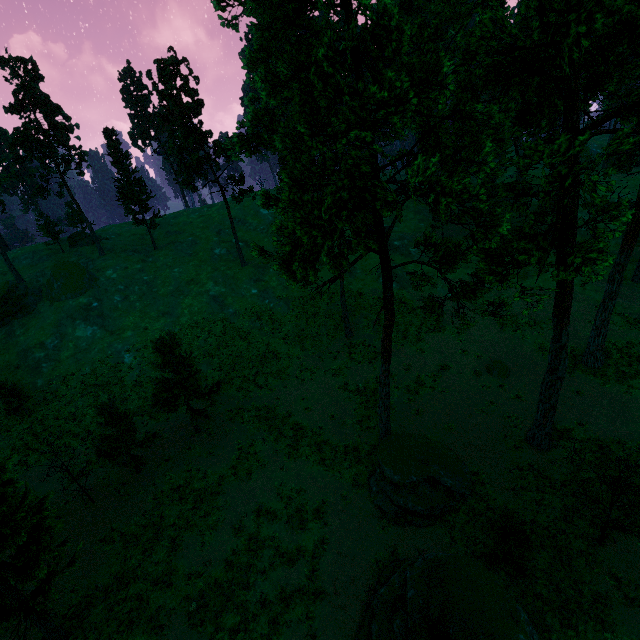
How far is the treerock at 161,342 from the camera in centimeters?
2208cm

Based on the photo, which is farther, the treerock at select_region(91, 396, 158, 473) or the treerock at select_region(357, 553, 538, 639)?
the treerock at select_region(91, 396, 158, 473)

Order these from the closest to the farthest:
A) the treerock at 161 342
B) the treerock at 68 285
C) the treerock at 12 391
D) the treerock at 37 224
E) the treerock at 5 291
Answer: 1. the treerock at 161 342
2. the treerock at 12 391
3. the treerock at 5 291
4. the treerock at 68 285
5. the treerock at 37 224

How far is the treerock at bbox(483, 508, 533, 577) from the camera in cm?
1367

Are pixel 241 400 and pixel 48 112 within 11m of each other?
no

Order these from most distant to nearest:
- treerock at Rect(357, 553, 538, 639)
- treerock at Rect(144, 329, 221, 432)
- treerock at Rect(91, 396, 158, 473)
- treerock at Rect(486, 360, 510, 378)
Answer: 1. treerock at Rect(486, 360, 510, 378)
2. treerock at Rect(144, 329, 221, 432)
3. treerock at Rect(91, 396, 158, 473)
4. treerock at Rect(357, 553, 538, 639)
